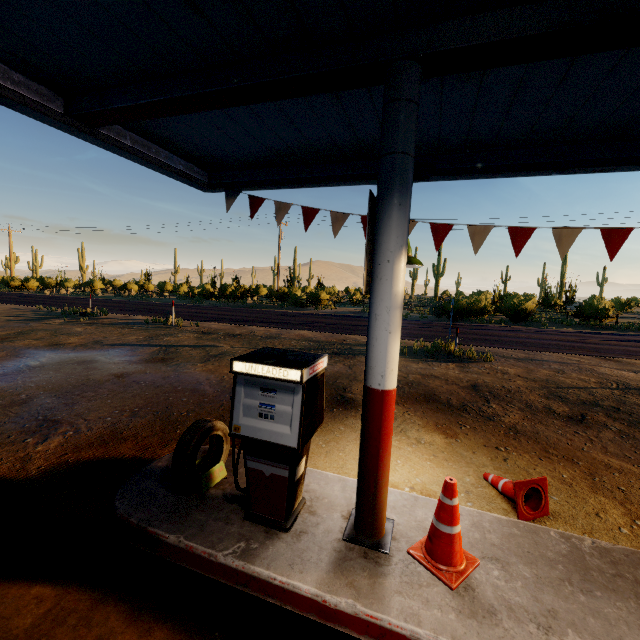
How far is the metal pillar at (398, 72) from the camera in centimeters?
236cm

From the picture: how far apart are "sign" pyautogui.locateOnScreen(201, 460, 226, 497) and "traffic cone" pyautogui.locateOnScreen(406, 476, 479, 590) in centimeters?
201cm

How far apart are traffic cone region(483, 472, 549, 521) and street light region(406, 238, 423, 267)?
2.5 meters

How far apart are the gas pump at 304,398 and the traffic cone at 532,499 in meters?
2.2

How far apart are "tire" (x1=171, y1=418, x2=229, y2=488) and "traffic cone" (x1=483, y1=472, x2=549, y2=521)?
3.15m

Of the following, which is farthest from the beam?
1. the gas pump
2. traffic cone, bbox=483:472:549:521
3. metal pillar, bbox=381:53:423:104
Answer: traffic cone, bbox=483:472:549:521

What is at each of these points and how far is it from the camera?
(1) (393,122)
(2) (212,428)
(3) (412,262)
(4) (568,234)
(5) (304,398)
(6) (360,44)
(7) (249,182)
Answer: (1) metal pillar, 2.42m
(2) tire, 3.36m
(3) street light, 3.41m
(4) flag, 4.05m
(5) gas pump, 2.63m
(6) beam, 2.44m
(7) roof trim, 5.44m

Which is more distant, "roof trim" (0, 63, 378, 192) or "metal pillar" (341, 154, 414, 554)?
"roof trim" (0, 63, 378, 192)
